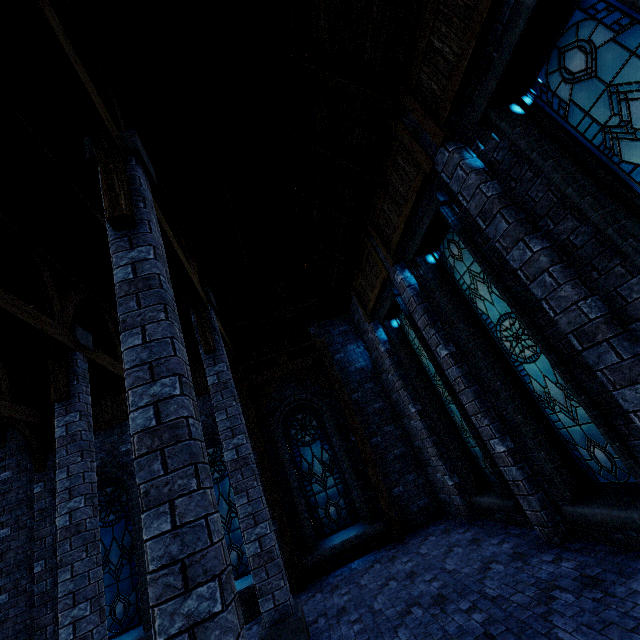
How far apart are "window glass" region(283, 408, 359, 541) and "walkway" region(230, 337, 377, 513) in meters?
0.7

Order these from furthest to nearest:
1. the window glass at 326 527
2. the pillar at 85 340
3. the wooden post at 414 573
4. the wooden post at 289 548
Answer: the window glass at 326 527 → the wooden post at 289 548 → the pillar at 85 340 → the wooden post at 414 573

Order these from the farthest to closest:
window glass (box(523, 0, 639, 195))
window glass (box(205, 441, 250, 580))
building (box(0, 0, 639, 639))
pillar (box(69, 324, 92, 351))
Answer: window glass (box(205, 441, 250, 580))
pillar (box(69, 324, 92, 351))
building (box(0, 0, 639, 639))
window glass (box(523, 0, 639, 195))

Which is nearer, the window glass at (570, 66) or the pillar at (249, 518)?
the window glass at (570, 66)

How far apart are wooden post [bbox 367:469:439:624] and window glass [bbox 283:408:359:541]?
0.76m

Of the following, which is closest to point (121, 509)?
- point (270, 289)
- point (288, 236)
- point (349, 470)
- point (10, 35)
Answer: point (349, 470)

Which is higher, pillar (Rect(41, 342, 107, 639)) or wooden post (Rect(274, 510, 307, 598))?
pillar (Rect(41, 342, 107, 639))

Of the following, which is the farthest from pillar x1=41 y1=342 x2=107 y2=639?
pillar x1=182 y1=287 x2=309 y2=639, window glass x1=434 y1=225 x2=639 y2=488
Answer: window glass x1=434 y1=225 x2=639 y2=488
